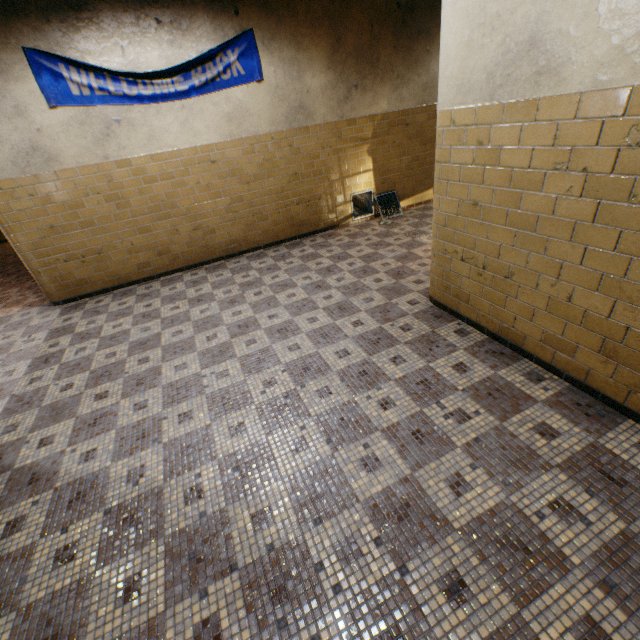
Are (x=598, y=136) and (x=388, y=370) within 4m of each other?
yes

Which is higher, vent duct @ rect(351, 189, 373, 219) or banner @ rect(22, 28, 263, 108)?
banner @ rect(22, 28, 263, 108)

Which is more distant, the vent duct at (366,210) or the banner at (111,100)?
the vent duct at (366,210)

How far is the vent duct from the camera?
7.00m

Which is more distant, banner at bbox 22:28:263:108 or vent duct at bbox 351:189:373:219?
vent duct at bbox 351:189:373:219

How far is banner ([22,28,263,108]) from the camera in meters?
4.3 m

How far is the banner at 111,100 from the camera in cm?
432
